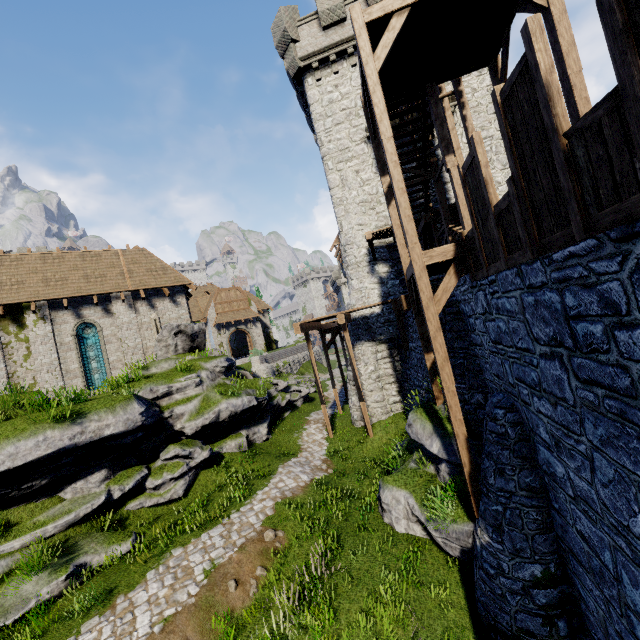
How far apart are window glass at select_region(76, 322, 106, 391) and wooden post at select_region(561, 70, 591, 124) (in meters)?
21.92

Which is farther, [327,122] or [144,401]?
[327,122]

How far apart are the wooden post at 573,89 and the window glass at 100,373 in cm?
2192

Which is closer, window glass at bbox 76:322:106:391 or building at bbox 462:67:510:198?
building at bbox 462:67:510:198

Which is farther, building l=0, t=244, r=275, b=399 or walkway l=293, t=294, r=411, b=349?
building l=0, t=244, r=275, b=399

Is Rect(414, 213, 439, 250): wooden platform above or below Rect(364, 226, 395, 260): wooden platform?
below

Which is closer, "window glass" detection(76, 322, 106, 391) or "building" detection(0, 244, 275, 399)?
"building" detection(0, 244, 275, 399)

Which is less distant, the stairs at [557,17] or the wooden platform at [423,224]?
the stairs at [557,17]
